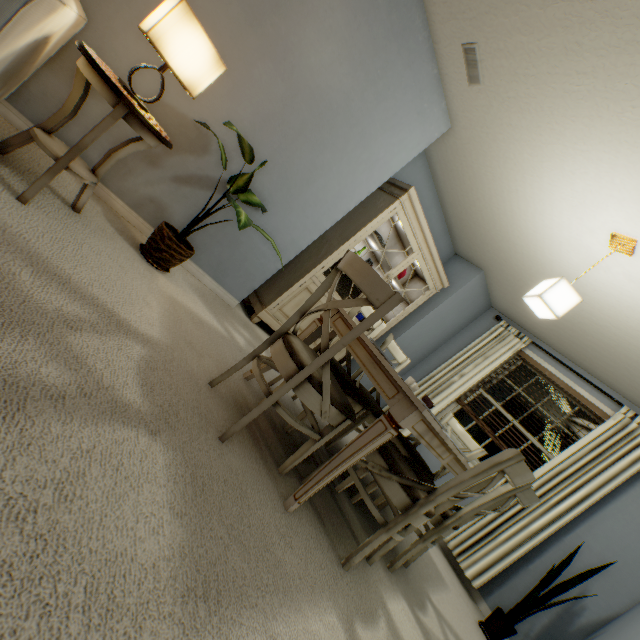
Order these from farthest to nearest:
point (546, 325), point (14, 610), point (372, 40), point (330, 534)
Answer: point (546, 325) → point (372, 40) → point (330, 534) → point (14, 610)

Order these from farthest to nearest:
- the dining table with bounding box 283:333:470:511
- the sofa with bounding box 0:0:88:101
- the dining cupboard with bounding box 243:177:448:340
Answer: the dining cupboard with bounding box 243:177:448:340 < the dining table with bounding box 283:333:470:511 < the sofa with bounding box 0:0:88:101

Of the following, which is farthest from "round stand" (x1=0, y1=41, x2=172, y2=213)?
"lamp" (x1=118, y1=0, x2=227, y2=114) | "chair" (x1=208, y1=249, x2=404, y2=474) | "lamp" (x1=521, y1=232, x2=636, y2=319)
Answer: "lamp" (x1=521, y1=232, x2=636, y2=319)

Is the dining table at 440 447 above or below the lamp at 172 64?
below

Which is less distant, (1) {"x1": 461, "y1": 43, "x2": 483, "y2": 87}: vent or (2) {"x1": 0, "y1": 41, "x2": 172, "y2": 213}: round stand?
(2) {"x1": 0, "y1": 41, "x2": 172, "y2": 213}: round stand

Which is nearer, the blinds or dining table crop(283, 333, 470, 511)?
dining table crop(283, 333, 470, 511)

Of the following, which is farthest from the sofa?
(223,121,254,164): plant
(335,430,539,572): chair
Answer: (335,430,539,572): chair

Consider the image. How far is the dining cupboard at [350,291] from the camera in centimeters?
343cm
